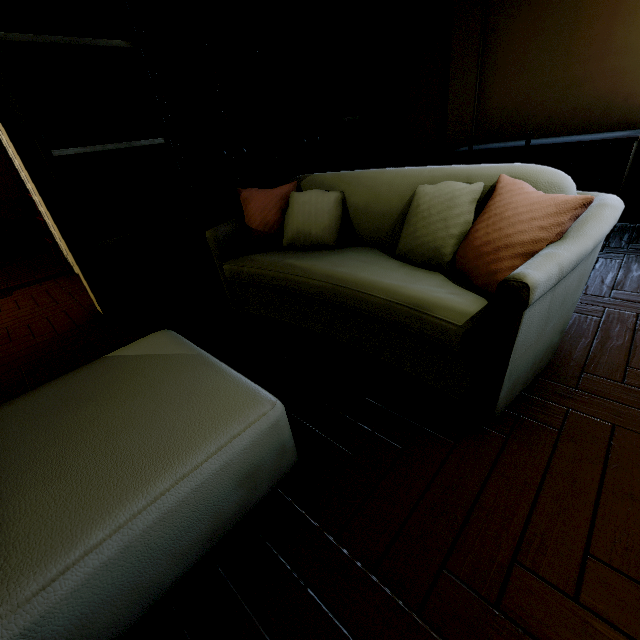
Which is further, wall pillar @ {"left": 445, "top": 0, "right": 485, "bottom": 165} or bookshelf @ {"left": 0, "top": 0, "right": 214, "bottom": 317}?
wall pillar @ {"left": 445, "top": 0, "right": 485, "bottom": 165}

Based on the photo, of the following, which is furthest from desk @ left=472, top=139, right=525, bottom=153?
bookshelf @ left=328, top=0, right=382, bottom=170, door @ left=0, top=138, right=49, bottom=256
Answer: door @ left=0, top=138, right=49, bottom=256

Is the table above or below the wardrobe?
below

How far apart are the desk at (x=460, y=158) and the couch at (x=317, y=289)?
1.58m

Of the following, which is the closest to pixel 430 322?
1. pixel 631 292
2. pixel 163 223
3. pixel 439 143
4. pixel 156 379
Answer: pixel 156 379

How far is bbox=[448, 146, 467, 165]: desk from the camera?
3.16m

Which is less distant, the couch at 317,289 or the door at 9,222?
the couch at 317,289

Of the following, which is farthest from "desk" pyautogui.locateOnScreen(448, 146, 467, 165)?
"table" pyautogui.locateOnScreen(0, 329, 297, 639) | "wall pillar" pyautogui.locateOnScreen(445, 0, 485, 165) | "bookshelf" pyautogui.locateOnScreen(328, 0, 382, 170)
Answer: "table" pyautogui.locateOnScreen(0, 329, 297, 639)
